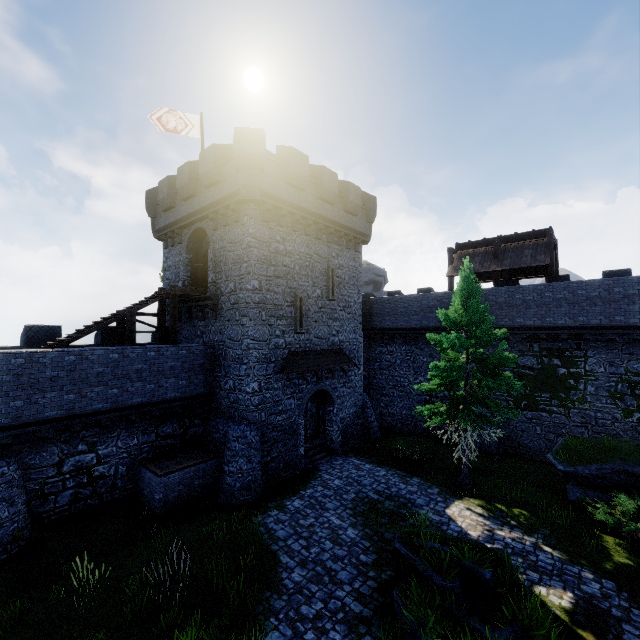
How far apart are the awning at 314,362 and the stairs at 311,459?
4.4m

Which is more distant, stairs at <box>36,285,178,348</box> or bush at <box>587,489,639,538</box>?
stairs at <box>36,285,178,348</box>

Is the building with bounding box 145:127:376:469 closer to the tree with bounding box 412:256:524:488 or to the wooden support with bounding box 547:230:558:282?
the tree with bounding box 412:256:524:488

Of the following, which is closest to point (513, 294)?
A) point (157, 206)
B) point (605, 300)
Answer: point (605, 300)

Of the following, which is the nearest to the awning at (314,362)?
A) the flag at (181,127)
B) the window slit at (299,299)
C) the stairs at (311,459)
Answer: the window slit at (299,299)

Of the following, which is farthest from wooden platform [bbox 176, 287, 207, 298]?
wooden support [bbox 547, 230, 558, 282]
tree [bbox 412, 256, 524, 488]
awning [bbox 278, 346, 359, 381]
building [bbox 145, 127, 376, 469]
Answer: wooden support [bbox 547, 230, 558, 282]

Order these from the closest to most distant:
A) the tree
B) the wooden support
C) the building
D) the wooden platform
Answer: the tree < the building < the wooden platform < the wooden support

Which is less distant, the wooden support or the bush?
the bush
